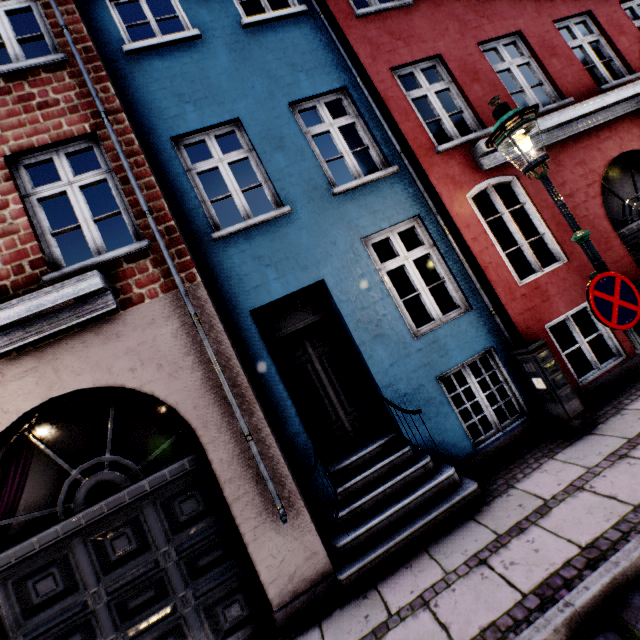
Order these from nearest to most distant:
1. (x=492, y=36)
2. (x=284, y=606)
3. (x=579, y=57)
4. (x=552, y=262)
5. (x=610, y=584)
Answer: (x=610, y=584) → (x=284, y=606) → (x=492, y=36) → (x=579, y=57) → (x=552, y=262)

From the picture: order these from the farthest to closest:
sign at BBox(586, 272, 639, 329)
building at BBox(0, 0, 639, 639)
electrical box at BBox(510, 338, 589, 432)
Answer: electrical box at BBox(510, 338, 589, 432)
building at BBox(0, 0, 639, 639)
sign at BBox(586, 272, 639, 329)

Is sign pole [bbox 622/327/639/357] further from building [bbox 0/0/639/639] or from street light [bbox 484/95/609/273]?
building [bbox 0/0/639/639]

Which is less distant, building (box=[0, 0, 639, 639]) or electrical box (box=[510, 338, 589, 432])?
building (box=[0, 0, 639, 639])

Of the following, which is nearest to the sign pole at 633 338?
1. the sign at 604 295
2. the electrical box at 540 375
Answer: the sign at 604 295

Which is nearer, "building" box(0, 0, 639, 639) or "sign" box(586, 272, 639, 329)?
"sign" box(586, 272, 639, 329)

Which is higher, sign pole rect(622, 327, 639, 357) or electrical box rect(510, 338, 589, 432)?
sign pole rect(622, 327, 639, 357)

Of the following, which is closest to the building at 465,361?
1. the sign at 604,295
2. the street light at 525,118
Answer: the street light at 525,118
